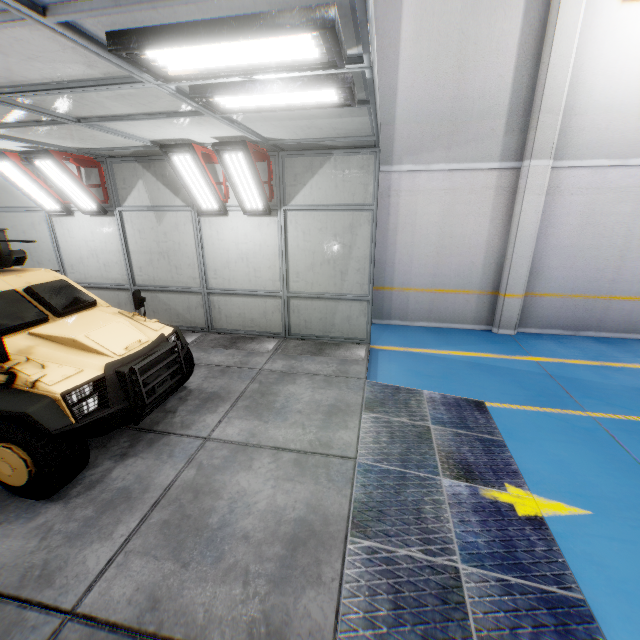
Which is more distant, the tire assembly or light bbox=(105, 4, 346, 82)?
the tire assembly

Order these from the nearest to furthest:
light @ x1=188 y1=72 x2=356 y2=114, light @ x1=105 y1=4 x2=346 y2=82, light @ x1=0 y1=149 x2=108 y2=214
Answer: light @ x1=105 y1=4 x2=346 y2=82, light @ x1=188 y1=72 x2=356 y2=114, light @ x1=0 y1=149 x2=108 y2=214

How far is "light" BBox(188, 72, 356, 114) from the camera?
2.9 meters

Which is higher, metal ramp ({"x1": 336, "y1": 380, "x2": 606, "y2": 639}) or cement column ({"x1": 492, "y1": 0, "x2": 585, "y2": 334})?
cement column ({"x1": 492, "y1": 0, "x2": 585, "y2": 334})

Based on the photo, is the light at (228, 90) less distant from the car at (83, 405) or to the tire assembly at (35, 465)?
the car at (83, 405)

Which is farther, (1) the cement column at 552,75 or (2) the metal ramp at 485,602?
(1) the cement column at 552,75

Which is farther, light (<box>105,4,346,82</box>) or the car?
the car

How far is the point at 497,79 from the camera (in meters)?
6.94
